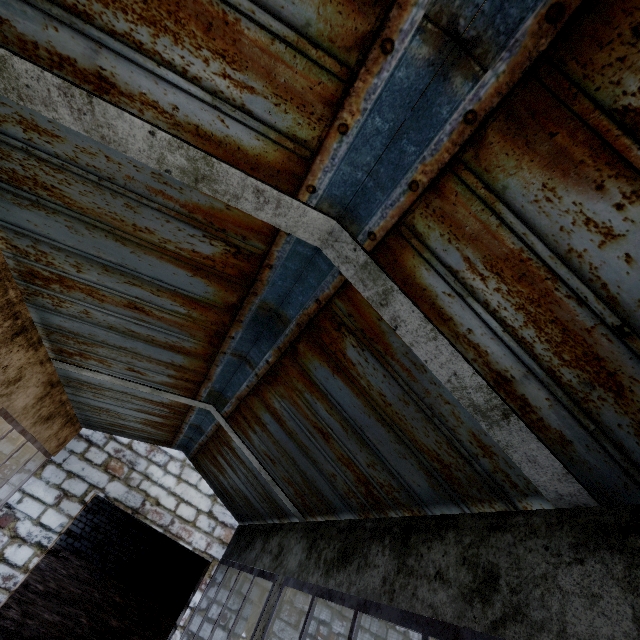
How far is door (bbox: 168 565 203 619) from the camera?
16.48m

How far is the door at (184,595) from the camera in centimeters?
1648cm

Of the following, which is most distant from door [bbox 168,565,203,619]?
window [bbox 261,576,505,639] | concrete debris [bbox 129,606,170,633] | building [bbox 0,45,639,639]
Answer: window [bbox 261,576,505,639]

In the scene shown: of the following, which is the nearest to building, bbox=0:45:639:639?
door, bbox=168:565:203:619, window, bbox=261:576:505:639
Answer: window, bbox=261:576:505:639

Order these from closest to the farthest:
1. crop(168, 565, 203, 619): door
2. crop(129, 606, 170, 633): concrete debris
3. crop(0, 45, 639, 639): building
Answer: crop(0, 45, 639, 639): building → crop(129, 606, 170, 633): concrete debris → crop(168, 565, 203, 619): door

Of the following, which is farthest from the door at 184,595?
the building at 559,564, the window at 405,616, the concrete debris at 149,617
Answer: the window at 405,616

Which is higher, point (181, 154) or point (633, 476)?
point (181, 154)

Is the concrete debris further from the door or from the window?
the window
